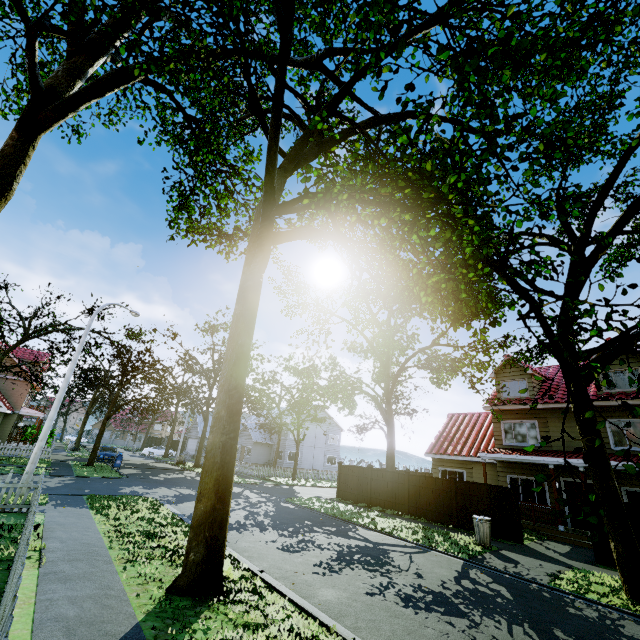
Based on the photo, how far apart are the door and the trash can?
6.88m

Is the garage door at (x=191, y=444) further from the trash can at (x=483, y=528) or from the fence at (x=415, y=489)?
the trash can at (x=483, y=528)

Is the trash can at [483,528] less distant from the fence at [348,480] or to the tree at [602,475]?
the fence at [348,480]

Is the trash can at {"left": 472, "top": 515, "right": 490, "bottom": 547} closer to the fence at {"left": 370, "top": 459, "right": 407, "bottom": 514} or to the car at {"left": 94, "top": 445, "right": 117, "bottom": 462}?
the fence at {"left": 370, "top": 459, "right": 407, "bottom": 514}

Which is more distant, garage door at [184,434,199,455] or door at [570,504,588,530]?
garage door at [184,434,199,455]

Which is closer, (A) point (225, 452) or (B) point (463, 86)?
(B) point (463, 86)

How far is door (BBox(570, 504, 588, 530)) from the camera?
15.4 meters

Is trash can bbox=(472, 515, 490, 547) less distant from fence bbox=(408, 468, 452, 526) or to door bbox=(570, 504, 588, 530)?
fence bbox=(408, 468, 452, 526)
